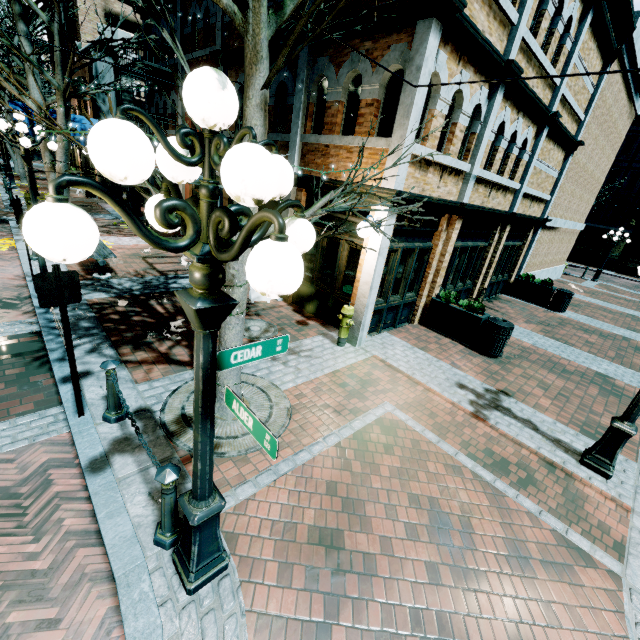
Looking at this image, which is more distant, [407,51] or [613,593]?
[407,51]

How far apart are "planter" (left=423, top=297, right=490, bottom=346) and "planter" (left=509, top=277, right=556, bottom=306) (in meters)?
6.89

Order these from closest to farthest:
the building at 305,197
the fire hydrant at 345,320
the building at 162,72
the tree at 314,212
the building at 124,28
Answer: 1. the tree at 314,212
2. the fire hydrant at 345,320
3. the building at 305,197
4. the building at 162,72
5. the building at 124,28

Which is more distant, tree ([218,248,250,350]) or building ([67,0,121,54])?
building ([67,0,121,54])

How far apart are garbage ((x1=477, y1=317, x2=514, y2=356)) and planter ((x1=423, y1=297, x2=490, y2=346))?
0.0m

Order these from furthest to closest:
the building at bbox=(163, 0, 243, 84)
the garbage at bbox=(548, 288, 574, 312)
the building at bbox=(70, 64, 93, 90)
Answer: the building at bbox=(70, 64, 93, 90)
the garbage at bbox=(548, 288, 574, 312)
the building at bbox=(163, 0, 243, 84)

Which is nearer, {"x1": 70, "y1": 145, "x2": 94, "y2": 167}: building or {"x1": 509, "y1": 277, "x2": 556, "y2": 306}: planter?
{"x1": 509, "y1": 277, "x2": 556, "y2": 306}: planter

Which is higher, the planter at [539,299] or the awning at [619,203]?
the awning at [619,203]
